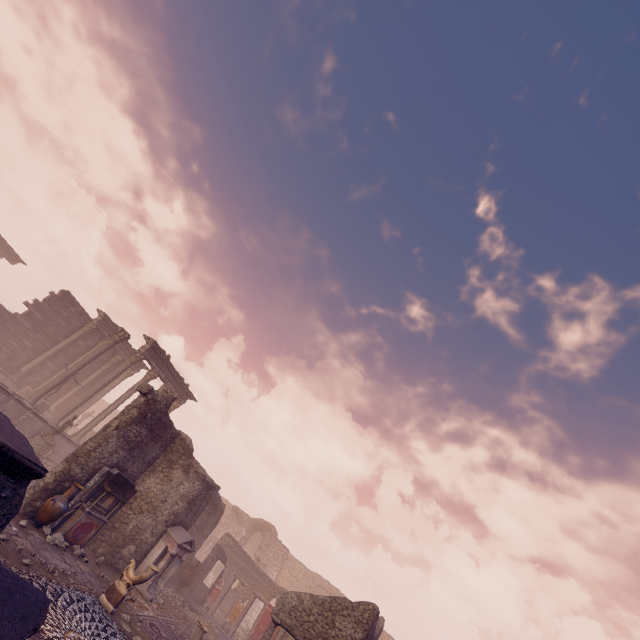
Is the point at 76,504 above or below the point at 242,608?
below

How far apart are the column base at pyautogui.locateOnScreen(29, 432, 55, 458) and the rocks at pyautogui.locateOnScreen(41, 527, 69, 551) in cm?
672

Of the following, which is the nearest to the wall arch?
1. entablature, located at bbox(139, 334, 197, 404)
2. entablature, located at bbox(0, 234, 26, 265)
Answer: entablature, located at bbox(139, 334, 197, 404)

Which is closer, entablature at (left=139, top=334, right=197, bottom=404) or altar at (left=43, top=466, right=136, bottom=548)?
altar at (left=43, top=466, right=136, bottom=548)

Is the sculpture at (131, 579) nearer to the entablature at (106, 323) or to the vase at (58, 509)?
the vase at (58, 509)

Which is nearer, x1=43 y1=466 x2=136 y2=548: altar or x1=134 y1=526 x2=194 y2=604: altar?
x1=43 y1=466 x2=136 y2=548: altar

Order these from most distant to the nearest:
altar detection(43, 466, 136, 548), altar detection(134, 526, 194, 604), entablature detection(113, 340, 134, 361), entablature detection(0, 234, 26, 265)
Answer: entablature detection(0, 234, 26, 265)
entablature detection(113, 340, 134, 361)
altar detection(134, 526, 194, 604)
altar detection(43, 466, 136, 548)

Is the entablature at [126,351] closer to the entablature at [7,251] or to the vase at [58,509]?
the entablature at [7,251]
